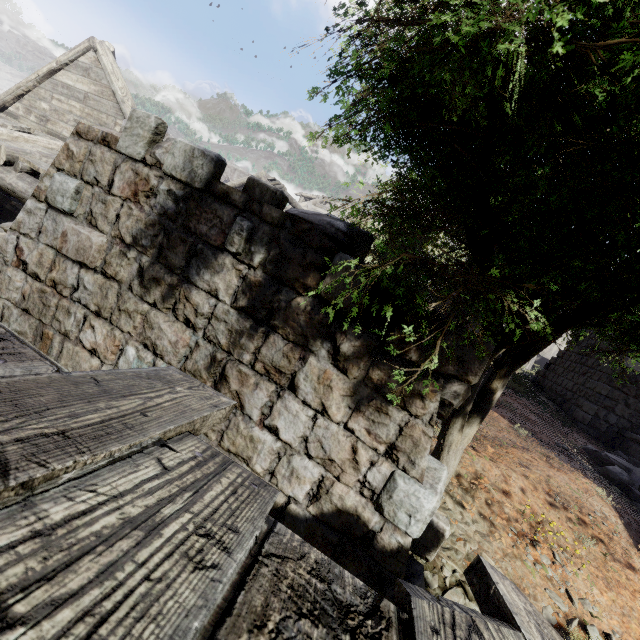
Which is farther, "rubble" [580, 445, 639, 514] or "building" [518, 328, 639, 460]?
"building" [518, 328, 639, 460]

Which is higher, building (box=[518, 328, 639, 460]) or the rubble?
building (box=[518, 328, 639, 460])

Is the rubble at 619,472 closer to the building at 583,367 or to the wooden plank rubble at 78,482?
the building at 583,367

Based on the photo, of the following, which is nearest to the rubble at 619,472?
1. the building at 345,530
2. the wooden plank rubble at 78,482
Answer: the building at 345,530

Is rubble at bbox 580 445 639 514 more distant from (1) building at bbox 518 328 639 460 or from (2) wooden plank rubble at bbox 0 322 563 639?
(2) wooden plank rubble at bbox 0 322 563 639

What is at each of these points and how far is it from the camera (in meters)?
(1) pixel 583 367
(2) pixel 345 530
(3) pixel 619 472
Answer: (1) building, 13.90
(2) building, 2.74
(3) rubble, 8.53
